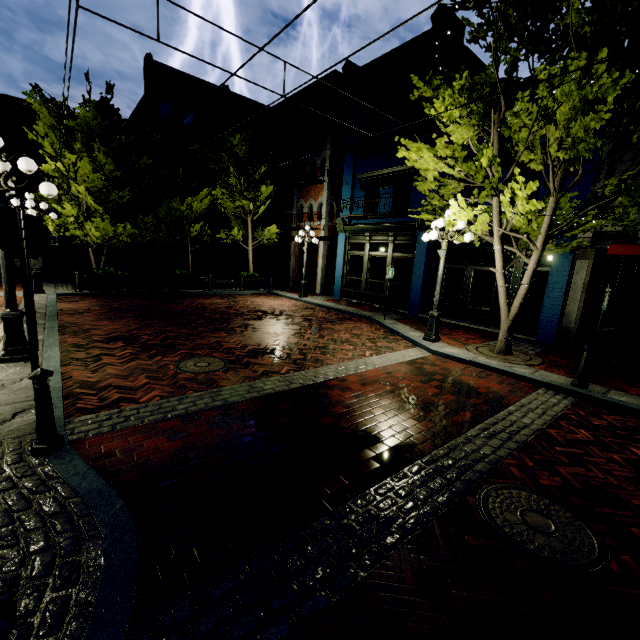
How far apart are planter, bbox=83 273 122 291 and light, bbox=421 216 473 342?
13.1 meters

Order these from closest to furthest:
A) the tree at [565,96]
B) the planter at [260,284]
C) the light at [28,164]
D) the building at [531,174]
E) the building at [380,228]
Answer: the light at [28,164], the tree at [565,96], the building at [531,174], the building at [380,228], the planter at [260,284]

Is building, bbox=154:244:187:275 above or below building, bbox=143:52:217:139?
below

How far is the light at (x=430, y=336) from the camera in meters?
8.4

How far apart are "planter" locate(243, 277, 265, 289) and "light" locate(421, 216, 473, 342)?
11.6 meters

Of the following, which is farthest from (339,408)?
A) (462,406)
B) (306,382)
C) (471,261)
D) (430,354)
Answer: (471,261)

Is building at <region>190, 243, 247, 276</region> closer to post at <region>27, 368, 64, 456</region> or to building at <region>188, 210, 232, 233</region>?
building at <region>188, 210, 232, 233</region>

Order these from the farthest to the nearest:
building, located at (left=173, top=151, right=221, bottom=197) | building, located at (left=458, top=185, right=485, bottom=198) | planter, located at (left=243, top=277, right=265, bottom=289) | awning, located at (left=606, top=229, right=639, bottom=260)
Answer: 1. building, located at (left=173, top=151, right=221, bottom=197)
2. planter, located at (left=243, top=277, right=265, bottom=289)
3. building, located at (left=458, top=185, right=485, bottom=198)
4. awning, located at (left=606, top=229, right=639, bottom=260)
